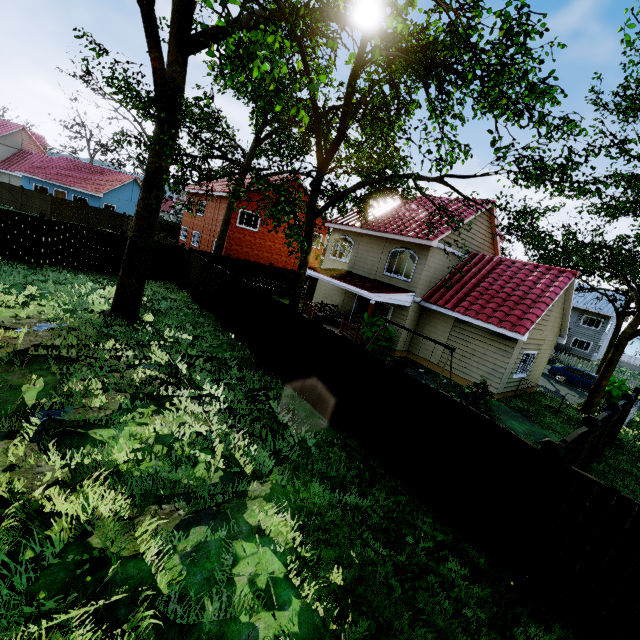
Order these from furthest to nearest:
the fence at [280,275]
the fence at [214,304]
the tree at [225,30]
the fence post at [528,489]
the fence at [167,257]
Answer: the fence at [280,275] < the fence at [167,257] < the fence at [214,304] < the tree at [225,30] < the fence post at [528,489]

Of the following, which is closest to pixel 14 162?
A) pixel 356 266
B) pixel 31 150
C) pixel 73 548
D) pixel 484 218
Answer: pixel 31 150

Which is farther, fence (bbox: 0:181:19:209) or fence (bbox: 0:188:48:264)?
fence (bbox: 0:181:19:209)

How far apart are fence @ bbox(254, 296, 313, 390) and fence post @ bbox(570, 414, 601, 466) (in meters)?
6.65

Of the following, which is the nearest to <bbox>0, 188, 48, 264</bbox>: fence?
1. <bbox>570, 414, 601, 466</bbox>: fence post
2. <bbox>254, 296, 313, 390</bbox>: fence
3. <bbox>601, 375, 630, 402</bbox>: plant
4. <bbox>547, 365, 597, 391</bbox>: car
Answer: <bbox>570, 414, 601, 466</bbox>: fence post

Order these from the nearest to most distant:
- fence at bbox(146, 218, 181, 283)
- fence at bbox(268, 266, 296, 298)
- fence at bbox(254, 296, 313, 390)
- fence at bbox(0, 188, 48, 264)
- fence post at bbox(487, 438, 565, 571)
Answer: fence post at bbox(487, 438, 565, 571), fence at bbox(254, 296, 313, 390), fence at bbox(0, 188, 48, 264), fence at bbox(146, 218, 181, 283), fence at bbox(268, 266, 296, 298)

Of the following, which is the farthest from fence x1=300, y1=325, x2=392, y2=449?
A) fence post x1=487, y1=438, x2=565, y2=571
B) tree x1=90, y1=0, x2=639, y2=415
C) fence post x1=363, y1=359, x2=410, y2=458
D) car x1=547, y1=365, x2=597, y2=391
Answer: tree x1=90, y1=0, x2=639, y2=415

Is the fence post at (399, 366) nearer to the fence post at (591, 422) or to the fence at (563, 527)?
the fence at (563, 527)
